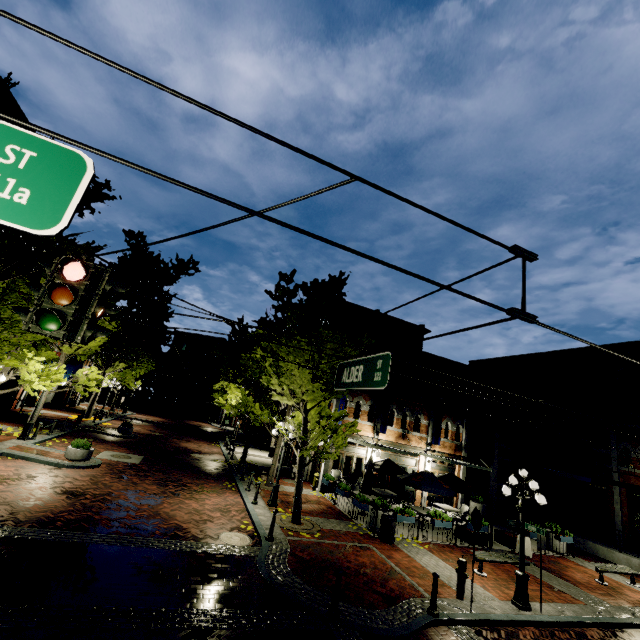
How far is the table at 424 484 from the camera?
14.6 meters

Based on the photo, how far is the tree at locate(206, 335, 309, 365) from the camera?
12.4m

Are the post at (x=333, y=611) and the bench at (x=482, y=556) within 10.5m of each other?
yes

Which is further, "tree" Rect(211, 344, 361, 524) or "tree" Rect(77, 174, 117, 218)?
"tree" Rect(211, 344, 361, 524)

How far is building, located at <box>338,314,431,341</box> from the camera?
21.1 meters

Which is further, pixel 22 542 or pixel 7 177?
pixel 22 542

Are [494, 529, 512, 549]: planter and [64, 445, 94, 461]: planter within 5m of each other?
no

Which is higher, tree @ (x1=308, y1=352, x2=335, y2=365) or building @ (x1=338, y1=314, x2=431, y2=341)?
building @ (x1=338, y1=314, x2=431, y2=341)
